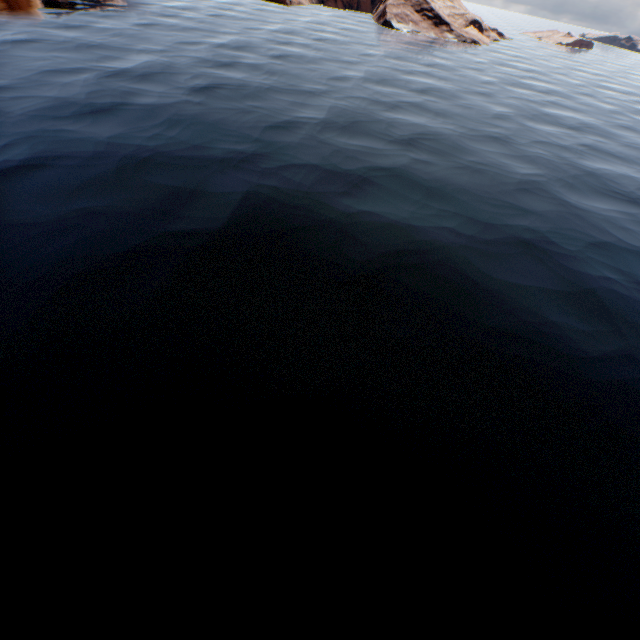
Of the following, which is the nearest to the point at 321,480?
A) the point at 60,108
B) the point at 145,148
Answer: the point at 145,148
